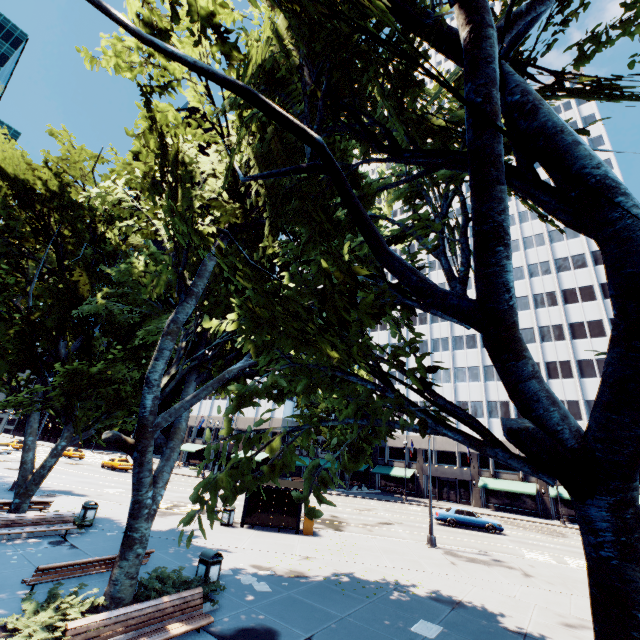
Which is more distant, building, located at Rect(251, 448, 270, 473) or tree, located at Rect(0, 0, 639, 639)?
building, located at Rect(251, 448, 270, 473)

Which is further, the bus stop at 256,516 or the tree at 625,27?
the bus stop at 256,516

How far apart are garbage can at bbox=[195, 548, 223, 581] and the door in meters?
46.8

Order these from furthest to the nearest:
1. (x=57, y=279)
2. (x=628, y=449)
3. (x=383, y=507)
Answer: (x=383, y=507) < (x=57, y=279) < (x=628, y=449)

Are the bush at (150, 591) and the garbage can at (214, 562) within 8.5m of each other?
yes

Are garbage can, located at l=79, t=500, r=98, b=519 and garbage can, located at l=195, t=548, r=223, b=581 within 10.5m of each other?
yes

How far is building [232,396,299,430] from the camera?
50.0m

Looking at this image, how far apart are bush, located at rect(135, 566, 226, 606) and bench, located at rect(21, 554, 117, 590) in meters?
1.1
